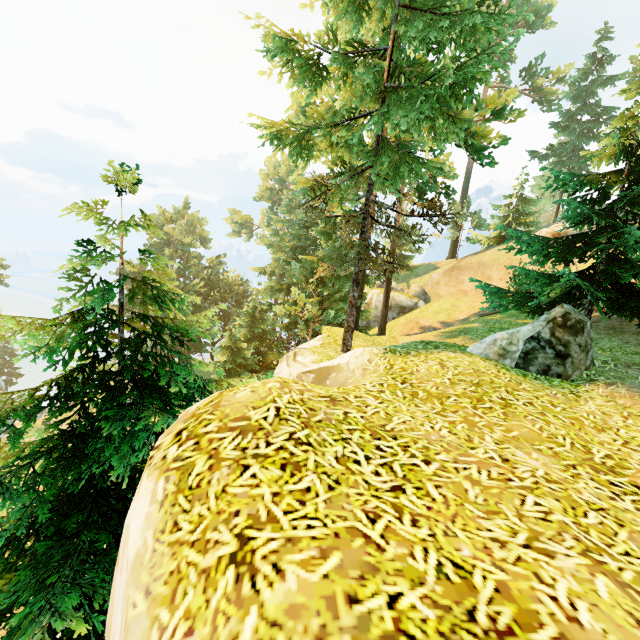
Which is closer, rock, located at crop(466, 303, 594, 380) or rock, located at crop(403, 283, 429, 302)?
rock, located at crop(466, 303, 594, 380)

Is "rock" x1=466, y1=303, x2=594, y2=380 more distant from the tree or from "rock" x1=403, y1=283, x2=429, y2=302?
"rock" x1=403, y1=283, x2=429, y2=302

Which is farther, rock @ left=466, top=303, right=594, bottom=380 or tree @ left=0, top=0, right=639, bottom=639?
rock @ left=466, top=303, right=594, bottom=380

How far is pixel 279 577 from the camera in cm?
169

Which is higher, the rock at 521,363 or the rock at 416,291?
the rock at 521,363

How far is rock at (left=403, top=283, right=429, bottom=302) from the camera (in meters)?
37.25

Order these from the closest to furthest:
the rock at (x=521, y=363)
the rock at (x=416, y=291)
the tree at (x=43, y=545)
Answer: the tree at (x=43, y=545)
the rock at (x=521, y=363)
the rock at (x=416, y=291)
